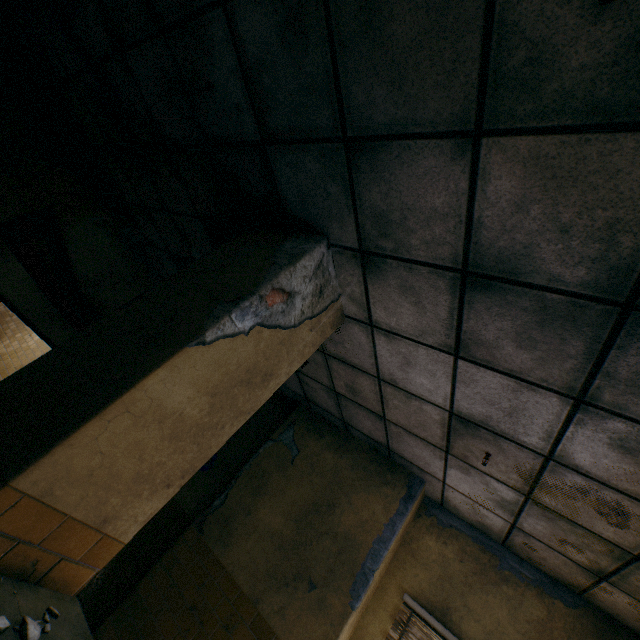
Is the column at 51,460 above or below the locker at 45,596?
above

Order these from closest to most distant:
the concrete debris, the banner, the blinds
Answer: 1. the concrete debris
2. the blinds
3. the banner

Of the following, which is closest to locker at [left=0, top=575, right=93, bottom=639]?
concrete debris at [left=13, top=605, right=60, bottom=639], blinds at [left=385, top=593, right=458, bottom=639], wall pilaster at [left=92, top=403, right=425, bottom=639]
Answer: concrete debris at [left=13, top=605, right=60, bottom=639]

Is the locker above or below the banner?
below

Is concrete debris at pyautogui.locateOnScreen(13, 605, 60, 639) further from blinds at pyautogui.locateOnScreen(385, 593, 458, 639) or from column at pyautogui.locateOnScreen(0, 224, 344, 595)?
blinds at pyautogui.locateOnScreen(385, 593, 458, 639)

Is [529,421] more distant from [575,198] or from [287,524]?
[287,524]

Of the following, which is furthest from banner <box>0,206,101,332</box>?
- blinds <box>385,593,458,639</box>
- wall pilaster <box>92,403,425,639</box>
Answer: blinds <box>385,593,458,639</box>

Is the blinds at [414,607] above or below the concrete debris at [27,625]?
above
